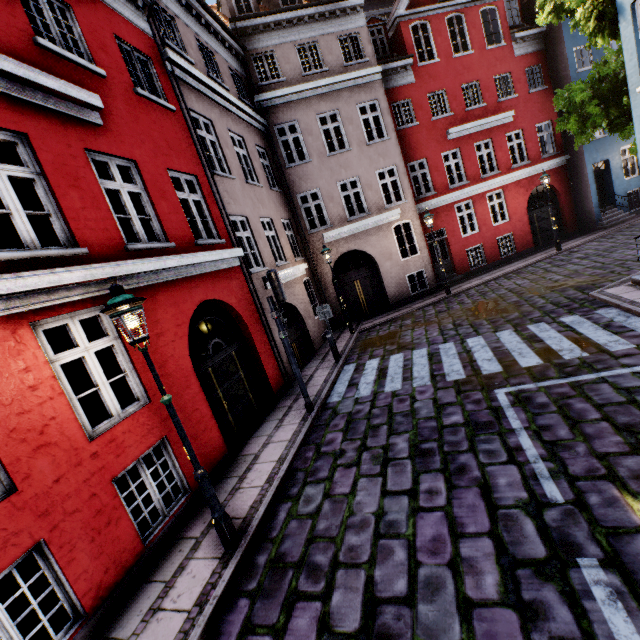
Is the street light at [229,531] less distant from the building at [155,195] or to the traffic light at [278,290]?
the building at [155,195]

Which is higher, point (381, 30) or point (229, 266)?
point (381, 30)

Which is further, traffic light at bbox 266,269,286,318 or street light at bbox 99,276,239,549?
traffic light at bbox 266,269,286,318

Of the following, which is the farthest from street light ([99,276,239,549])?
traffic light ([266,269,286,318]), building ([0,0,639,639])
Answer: traffic light ([266,269,286,318])

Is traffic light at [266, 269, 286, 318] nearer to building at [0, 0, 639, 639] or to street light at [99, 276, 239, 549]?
building at [0, 0, 639, 639]

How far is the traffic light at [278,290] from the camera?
7.1m
